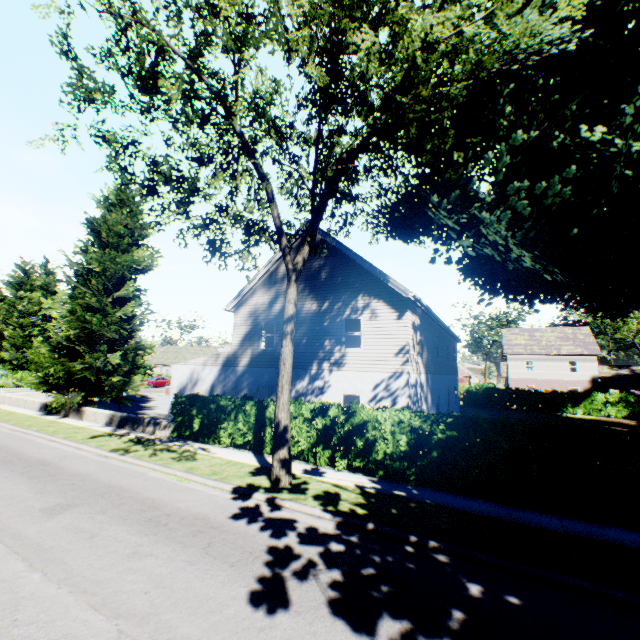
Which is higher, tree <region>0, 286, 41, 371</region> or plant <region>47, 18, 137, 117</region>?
plant <region>47, 18, 137, 117</region>

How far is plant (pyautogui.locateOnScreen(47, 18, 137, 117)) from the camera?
6.4m

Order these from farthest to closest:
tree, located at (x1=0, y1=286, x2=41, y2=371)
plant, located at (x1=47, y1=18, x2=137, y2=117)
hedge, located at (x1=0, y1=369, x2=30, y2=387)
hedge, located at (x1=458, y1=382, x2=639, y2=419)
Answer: tree, located at (x1=0, y1=286, x2=41, y2=371) < hedge, located at (x1=0, y1=369, x2=30, y2=387) < hedge, located at (x1=458, y1=382, x2=639, y2=419) < plant, located at (x1=47, y1=18, x2=137, y2=117)

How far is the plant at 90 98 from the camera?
6.41m

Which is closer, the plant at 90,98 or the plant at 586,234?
the plant at 90,98

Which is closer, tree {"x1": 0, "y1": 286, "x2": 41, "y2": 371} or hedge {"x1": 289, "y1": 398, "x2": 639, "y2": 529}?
hedge {"x1": 289, "y1": 398, "x2": 639, "y2": 529}

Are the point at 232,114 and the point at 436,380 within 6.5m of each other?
no

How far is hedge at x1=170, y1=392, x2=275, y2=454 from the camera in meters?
13.1
